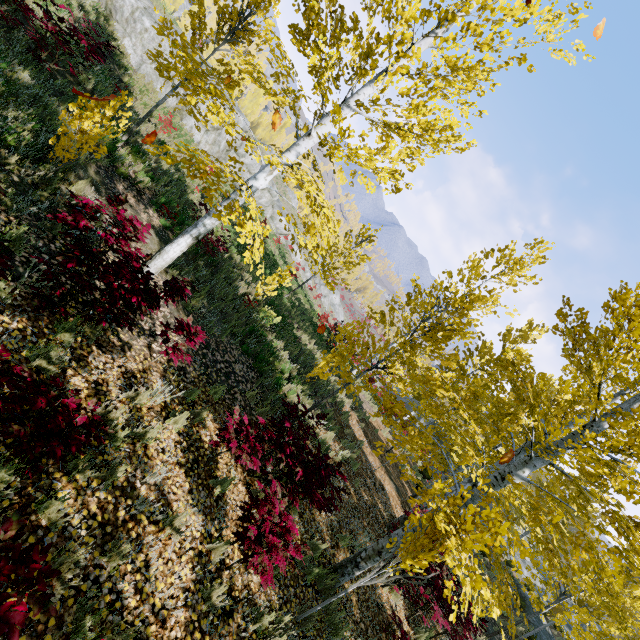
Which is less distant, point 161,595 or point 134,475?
point 161,595

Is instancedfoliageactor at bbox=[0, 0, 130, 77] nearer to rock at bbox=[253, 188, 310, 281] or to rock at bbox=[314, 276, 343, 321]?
rock at bbox=[253, 188, 310, 281]

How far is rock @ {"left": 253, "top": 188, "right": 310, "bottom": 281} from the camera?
27.81m

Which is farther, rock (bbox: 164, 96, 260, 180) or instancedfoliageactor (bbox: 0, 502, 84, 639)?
rock (bbox: 164, 96, 260, 180)

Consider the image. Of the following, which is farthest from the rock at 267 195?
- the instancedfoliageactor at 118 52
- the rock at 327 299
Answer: the instancedfoliageactor at 118 52

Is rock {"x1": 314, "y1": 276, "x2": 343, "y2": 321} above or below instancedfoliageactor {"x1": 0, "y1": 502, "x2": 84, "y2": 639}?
below

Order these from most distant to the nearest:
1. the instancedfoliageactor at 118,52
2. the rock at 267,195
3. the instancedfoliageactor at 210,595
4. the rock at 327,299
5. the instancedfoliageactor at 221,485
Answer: the rock at 327,299, the rock at 267,195, the instancedfoliageactor at 118,52, the instancedfoliageactor at 221,485, the instancedfoliageactor at 210,595
